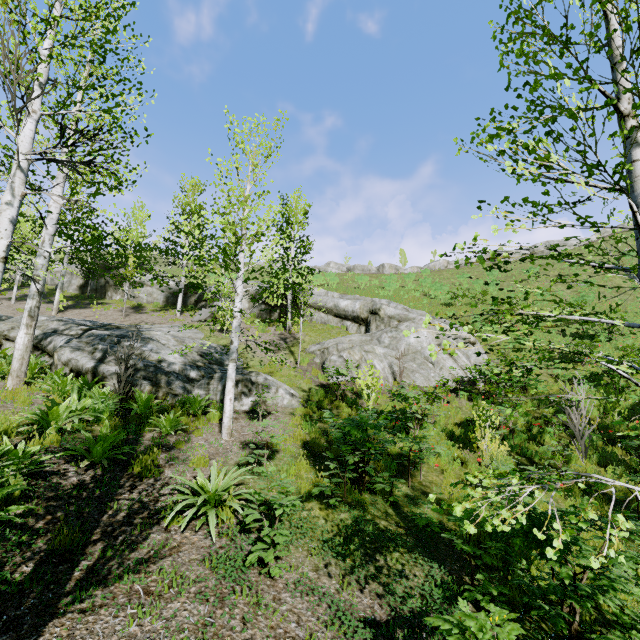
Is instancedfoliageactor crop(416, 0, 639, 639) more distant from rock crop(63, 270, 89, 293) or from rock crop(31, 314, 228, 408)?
rock crop(63, 270, 89, 293)

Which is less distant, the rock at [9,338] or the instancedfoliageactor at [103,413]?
the instancedfoliageactor at [103,413]

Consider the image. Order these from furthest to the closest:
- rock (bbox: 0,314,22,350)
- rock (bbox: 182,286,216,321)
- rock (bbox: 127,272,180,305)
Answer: rock (bbox: 127,272,180,305)
rock (bbox: 182,286,216,321)
rock (bbox: 0,314,22,350)

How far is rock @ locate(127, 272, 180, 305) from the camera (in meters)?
27.28

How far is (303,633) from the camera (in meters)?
3.33

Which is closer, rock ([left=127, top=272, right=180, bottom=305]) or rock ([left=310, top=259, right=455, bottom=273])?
rock ([left=127, top=272, right=180, bottom=305])

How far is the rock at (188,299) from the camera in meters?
21.4

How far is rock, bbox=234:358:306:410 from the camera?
9.8m
